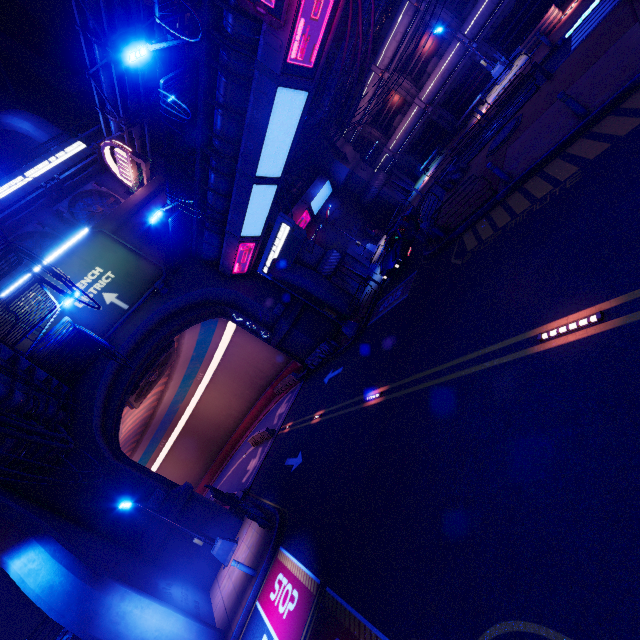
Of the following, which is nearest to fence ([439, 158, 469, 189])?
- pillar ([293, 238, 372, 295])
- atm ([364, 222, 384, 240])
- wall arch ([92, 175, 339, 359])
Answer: pillar ([293, 238, 372, 295])

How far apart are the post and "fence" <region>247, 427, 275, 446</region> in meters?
27.5

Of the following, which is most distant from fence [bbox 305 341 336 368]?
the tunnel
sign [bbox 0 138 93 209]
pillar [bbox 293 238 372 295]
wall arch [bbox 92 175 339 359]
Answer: sign [bbox 0 138 93 209]

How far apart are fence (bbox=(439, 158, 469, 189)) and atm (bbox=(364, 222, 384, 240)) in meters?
13.1

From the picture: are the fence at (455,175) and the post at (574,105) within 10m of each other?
yes

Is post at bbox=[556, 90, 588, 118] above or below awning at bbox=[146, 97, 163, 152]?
below

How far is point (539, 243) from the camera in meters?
8.6

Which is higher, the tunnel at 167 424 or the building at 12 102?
the building at 12 102
